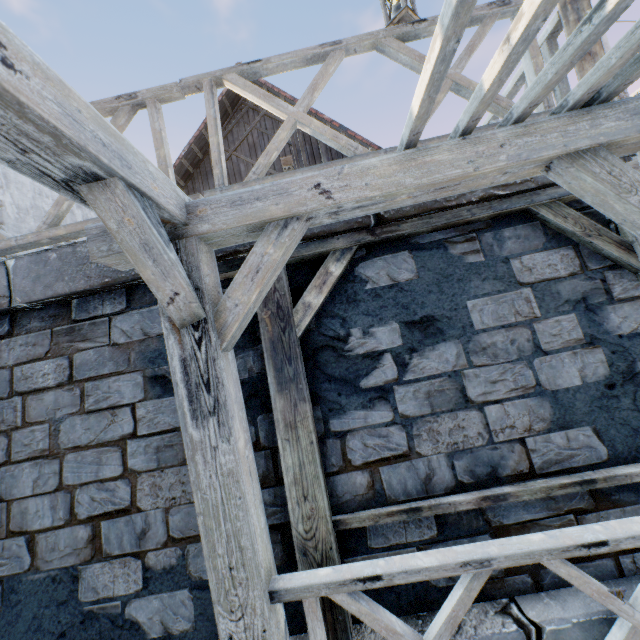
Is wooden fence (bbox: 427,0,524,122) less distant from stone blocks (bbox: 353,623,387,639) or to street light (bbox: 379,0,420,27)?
stone blocks (bbox: 353,623,387,639)

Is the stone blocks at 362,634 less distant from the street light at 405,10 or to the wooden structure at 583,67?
the wooden structure at 583,67

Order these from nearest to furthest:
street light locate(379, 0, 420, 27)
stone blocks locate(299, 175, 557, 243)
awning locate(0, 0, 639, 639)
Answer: awning locate(0, 0, 639, 639) < stone blocks locate(299, 175, 557, 243) < street light locate(379, 0, 420, 27)

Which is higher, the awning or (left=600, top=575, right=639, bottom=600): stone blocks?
the awning

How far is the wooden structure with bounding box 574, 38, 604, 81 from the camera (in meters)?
2.40

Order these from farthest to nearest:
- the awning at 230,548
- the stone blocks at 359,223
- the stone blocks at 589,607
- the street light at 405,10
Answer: the street light at 405,10
the stone blocks at 359,223
the stone blocks at 589,607
the awning at 230,548

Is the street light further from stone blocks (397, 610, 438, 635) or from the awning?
the awning

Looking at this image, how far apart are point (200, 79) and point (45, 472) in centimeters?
325cm
